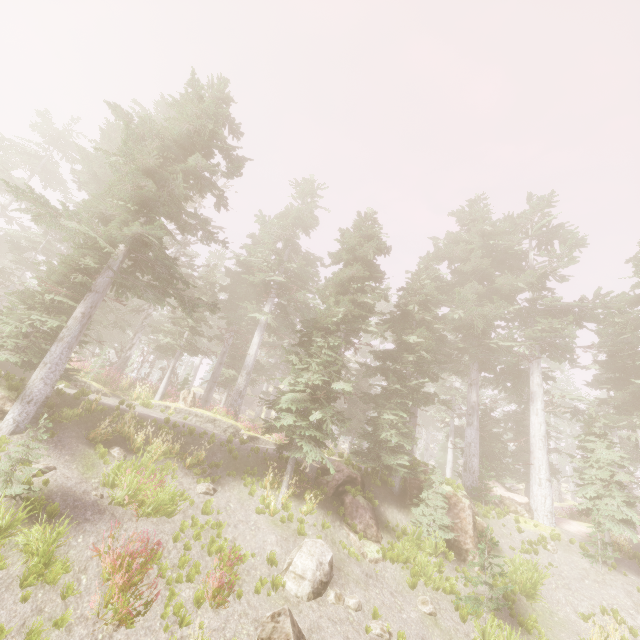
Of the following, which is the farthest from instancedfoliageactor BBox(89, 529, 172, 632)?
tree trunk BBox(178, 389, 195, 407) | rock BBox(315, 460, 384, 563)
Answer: tree trunk BBox(178, 389, 195, 407)

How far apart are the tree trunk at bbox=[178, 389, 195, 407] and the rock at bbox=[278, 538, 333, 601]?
11.87m

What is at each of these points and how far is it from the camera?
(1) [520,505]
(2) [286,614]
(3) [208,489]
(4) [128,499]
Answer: (1) rock, 18.70m
(2) rock, 7.89m
(3) instancedfoliageactor, 11.95m
(4) instancedfoliageactor, 9.29m

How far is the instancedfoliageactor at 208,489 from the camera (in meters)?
11.81

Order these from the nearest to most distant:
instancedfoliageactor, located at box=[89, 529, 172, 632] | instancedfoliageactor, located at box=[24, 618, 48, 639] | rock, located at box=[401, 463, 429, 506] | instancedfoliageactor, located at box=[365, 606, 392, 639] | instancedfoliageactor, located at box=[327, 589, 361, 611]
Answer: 1. instancedfoliageactor, located at box=[24, 618, 48, 639]
2. instancedfoliageactor, located at box=[89, 529, 172, 632]
3. instancedfoliageactor, located at box=[365, 606, 392, 639]
4. instancedfoliageactor, located at box=[327, 589, 361, 611]
5. rock, located at box=[401, 463, 429, 506]

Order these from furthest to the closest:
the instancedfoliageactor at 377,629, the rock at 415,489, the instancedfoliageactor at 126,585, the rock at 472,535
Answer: the rock at 415,489 < the rock at 472,535 < the instancedfoliageactor at 377,629 < the instancedfoliageactor at 126,585

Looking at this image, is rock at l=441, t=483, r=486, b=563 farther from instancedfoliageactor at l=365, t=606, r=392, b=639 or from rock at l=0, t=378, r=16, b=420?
rock at l=0, t=378, r=16, b=420

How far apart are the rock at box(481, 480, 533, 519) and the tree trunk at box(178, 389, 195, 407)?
18.3m
